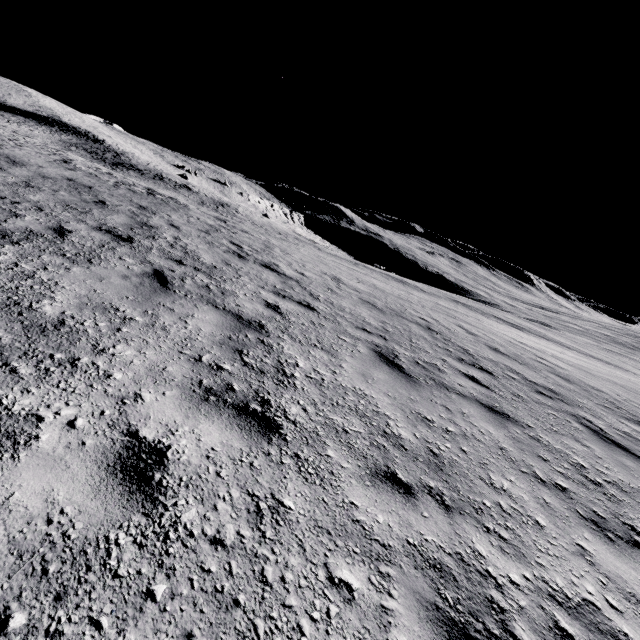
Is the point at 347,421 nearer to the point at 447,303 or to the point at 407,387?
the point at 407,387
